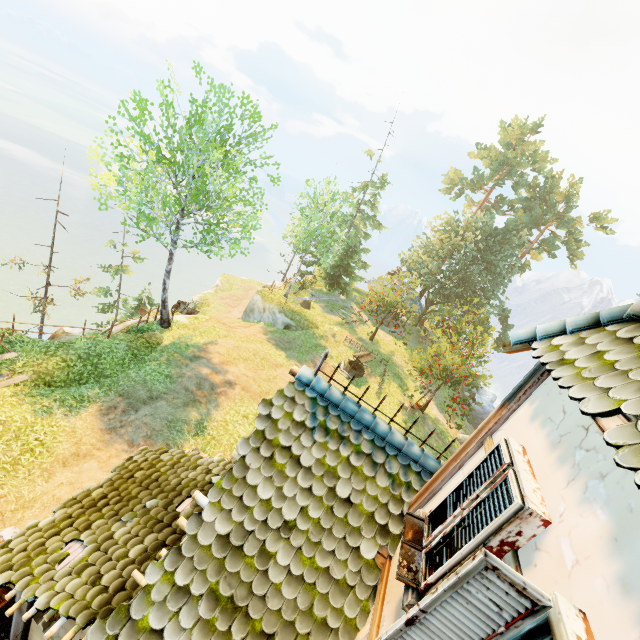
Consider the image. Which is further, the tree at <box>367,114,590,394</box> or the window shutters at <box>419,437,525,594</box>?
the tree at <box>367,114,590,394</box>

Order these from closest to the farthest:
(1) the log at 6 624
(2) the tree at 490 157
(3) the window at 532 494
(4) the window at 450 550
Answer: (3) the window at 532 494 → (4) the window at 450 550 → (1) the log at 6 624 → (2) the tree at 490 157

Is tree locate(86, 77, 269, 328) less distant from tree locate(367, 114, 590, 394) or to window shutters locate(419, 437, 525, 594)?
tree locate(367, 114, 590, 394)

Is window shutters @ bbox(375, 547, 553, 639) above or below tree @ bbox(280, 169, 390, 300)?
above

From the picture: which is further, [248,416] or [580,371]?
[248,416]

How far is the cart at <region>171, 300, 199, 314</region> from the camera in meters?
23.9 m

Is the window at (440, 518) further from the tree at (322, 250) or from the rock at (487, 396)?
the rock at (487, 396)

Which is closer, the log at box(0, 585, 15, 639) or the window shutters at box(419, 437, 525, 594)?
the window shutters at box(419, 437, 525, 594)
